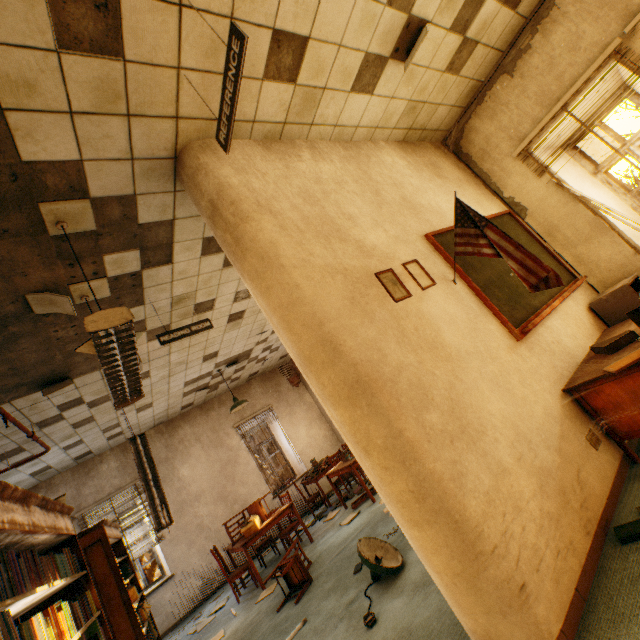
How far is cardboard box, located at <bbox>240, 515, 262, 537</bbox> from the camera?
5.6m

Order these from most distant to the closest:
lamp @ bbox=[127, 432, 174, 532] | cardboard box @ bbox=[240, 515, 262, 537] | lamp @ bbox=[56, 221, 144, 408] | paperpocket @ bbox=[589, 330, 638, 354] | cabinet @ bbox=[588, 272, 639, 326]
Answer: cardboard box @ bbox=[240, 515, 262, 537] < lamp @ bbox=[127, 432, 174, 532] < cabinet @ bbox=[588, 272, 639, 326] < paperpocket @ bbox=[589, 330, 638, 354] < lamp @ bbox=[56, 221, 144, 408]

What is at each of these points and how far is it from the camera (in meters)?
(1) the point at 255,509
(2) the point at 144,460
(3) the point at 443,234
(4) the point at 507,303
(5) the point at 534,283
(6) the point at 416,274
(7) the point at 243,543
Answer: (1) chair, 6.20
(2) lamp, 5.21
(3) blackboard, 3.34
(4) blackboard, 3.09
(5) flag, 2.38
(6) picture frame, 2.78
(7) table, 5.42

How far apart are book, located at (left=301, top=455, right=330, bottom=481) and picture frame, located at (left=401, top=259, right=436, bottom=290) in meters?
6.2 m

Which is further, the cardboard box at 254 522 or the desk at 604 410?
the cardboard box at 254 522

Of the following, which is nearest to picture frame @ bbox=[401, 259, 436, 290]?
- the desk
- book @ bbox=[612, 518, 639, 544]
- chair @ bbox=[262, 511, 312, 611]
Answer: the desk

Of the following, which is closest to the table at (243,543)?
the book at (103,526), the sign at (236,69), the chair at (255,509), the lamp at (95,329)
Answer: the chair at (255,509)

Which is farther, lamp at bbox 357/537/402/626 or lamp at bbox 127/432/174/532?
lamp at bbox 127/432/174/532
